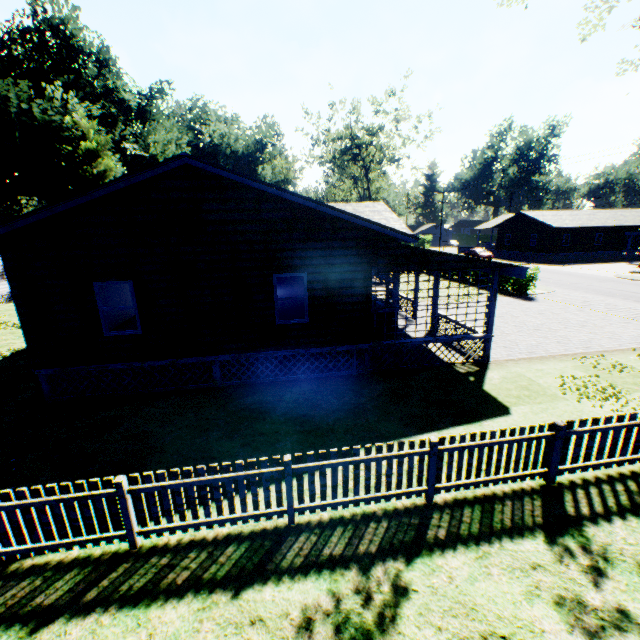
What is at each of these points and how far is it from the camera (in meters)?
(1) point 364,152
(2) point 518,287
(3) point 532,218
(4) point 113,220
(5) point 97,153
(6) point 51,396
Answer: (1) tree, 45.34
(2) hedge, 22.62
(3) house, 44.12
(4) flat, 8.66
(5) plant, 29.80
(6) house, 9.73

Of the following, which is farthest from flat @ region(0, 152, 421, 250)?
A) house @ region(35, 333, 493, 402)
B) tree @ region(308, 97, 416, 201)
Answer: tree @ region(308, 97, 416, 201)

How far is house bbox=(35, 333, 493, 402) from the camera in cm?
970

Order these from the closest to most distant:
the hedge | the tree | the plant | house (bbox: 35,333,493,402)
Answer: house (bbox: 35,333,493,402) < the hedge < the plant < the tree

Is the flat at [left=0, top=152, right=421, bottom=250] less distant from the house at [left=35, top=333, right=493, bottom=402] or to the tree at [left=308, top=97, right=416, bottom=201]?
the house at [left=35, top=333, right=493, bottom=402]

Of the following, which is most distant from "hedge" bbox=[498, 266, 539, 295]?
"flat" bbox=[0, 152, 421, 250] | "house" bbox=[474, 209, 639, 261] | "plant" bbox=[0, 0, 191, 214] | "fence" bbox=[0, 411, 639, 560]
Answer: "plant" bbox=[0, 0, 191, 214]

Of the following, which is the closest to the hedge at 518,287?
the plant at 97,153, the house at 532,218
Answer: the house at 532,218

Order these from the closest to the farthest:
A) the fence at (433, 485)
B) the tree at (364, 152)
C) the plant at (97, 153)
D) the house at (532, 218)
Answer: the fence at (433, 485), the plant at (97, 153), the tree at (364, 152), the house at (532, 218)
